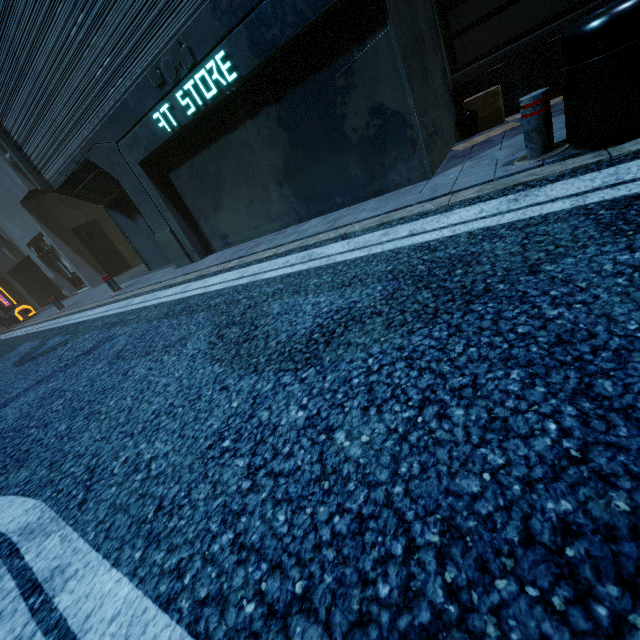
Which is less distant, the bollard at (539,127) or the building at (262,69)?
the bollard at (539,127)

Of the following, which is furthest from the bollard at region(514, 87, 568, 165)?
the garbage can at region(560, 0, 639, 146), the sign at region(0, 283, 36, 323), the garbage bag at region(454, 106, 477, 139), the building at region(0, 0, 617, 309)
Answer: the sign at region(0, 283, 36, 323)

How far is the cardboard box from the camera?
5.27m

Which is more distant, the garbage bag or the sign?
the sign

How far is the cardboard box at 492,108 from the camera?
5.27m

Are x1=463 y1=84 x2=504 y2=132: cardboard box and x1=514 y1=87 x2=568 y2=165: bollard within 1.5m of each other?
no

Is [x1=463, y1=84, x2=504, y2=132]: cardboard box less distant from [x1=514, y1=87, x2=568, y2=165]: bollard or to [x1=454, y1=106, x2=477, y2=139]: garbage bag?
[x1=454, y1=106, x2=477, y2=139]: garbage bag

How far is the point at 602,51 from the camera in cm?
238
